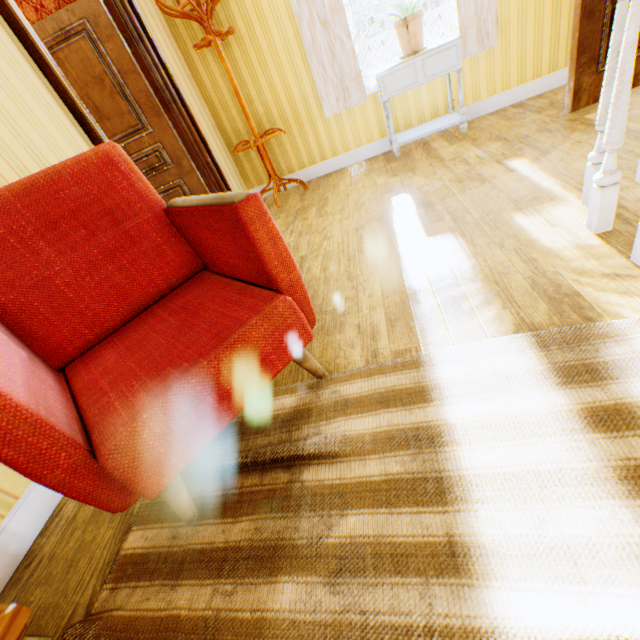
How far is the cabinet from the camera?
3.1 meters

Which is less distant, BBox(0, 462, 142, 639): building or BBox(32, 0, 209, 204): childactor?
BBox(0, 462, 142, 639): building

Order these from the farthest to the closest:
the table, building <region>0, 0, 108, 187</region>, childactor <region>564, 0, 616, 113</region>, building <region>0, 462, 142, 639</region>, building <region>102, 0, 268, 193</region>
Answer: building <region>102, 0, 268, 193</region> → childactor <region>564, 0, 616, 113</region> → building <region>0, 0, 108, 187</region> → building <region>0, 462, 142, 639</region> → the table

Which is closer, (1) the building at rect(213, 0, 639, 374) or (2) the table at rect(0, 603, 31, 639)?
(2) the table at rect(0, 603, 31, 639)

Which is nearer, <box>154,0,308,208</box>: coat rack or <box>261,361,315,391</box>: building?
<box>261,361,315,391</box>: building

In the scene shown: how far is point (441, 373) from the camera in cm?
127

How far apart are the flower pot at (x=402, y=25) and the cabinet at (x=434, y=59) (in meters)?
0.02

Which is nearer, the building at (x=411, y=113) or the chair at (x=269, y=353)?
the chair at (x=269, y=353)
